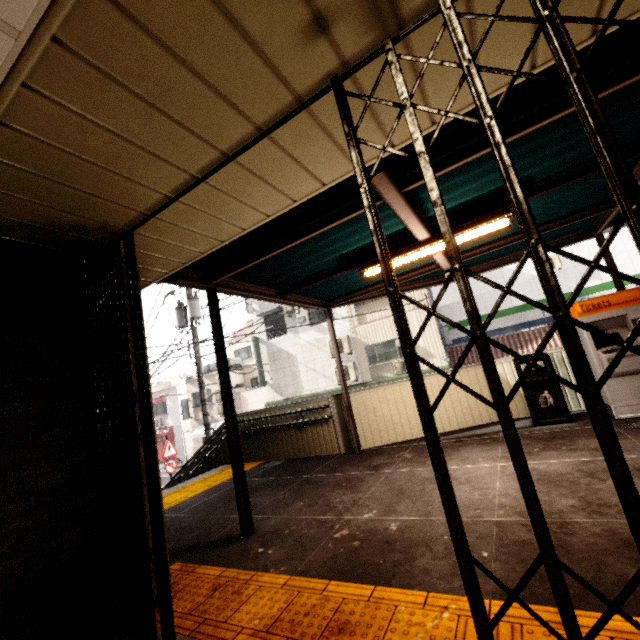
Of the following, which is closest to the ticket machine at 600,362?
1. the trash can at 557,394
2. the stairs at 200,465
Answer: the trash can at 557,394

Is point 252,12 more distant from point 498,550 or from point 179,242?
point 498,550

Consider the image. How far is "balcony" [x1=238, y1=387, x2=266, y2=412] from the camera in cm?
1953

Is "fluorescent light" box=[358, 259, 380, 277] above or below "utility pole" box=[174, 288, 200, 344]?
below

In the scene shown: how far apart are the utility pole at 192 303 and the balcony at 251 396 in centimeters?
803cm

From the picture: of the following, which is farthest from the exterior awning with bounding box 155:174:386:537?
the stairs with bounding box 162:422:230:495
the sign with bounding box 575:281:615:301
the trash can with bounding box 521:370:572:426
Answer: the sign with bounding box 575:281:615:301

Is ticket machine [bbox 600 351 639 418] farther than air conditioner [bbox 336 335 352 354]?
No

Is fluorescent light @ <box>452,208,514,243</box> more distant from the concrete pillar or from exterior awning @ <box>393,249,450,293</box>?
the concrete pillar
